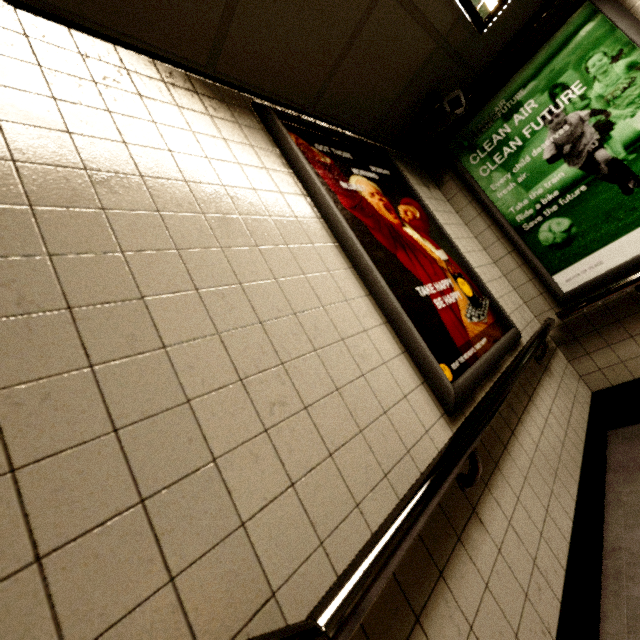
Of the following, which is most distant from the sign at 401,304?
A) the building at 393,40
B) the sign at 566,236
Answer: the sign at 566,236

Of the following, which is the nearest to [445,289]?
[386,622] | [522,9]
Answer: [386,622]

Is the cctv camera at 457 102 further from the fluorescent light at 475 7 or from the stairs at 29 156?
the stairs at 29 156

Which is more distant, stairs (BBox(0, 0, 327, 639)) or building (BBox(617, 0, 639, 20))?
building (BBox(617, 0, 639, 20))

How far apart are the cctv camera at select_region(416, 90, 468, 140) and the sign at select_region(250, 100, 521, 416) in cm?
43

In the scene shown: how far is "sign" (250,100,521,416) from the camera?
1.41m

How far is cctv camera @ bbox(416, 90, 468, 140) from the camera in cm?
236

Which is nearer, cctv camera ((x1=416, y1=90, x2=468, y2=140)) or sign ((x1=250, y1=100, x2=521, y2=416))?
sign ((x1=250, y1=100, x2=521, y2=416))
